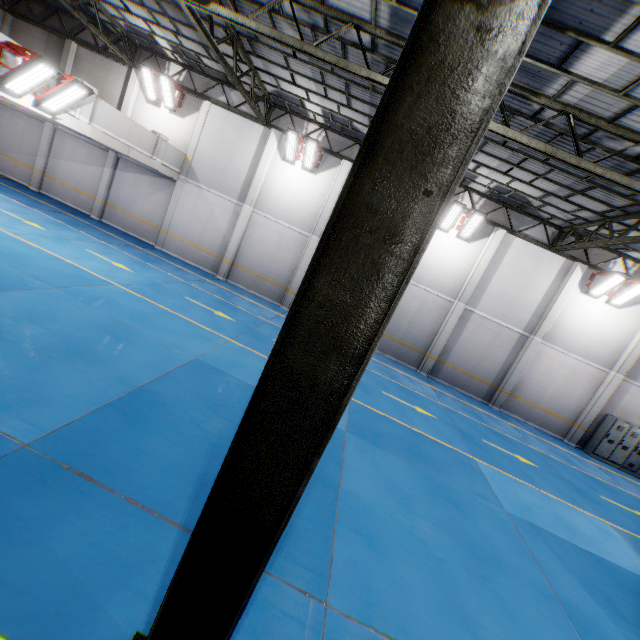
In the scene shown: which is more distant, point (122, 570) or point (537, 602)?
point (537, 602)

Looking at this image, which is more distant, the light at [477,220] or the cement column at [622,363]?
the cement column at [622,363]

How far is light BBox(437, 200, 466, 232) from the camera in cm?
1430

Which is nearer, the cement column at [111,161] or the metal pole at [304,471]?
the metal pole at [304,471]

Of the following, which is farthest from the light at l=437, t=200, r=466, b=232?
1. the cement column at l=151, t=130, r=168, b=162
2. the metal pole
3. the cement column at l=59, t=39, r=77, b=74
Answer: the metal pole

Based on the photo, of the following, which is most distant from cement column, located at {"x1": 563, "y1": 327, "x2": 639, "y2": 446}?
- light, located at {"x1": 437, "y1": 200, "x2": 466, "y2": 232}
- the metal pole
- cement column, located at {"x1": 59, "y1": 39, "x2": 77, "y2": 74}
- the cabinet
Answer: cement column, located at {"x1": 59, "y1": 39, "x2": 77, "y2": 74}

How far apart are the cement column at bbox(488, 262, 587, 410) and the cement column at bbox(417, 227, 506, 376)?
3.3 meters

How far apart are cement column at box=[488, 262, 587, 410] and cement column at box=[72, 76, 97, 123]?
20.4 meters
